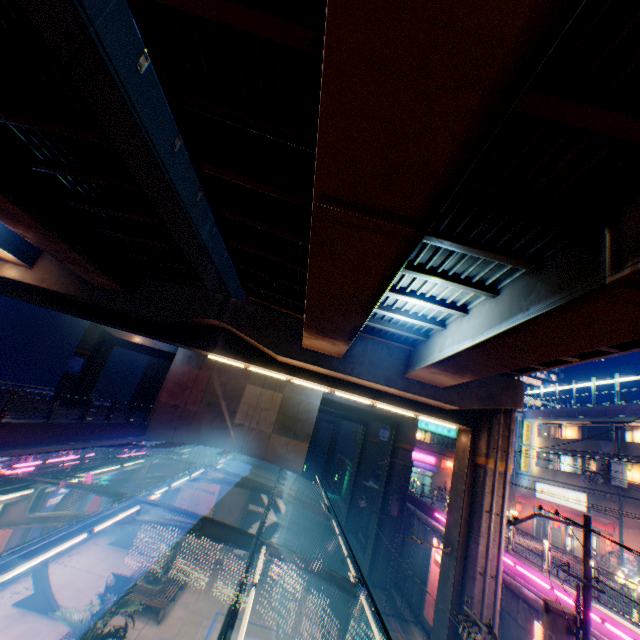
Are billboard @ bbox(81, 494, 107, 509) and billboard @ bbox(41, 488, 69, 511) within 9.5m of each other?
yes

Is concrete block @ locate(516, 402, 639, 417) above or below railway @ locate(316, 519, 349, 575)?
above

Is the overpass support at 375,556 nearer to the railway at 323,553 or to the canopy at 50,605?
the railway at 323,553

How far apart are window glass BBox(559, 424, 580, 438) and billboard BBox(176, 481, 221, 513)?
32.22m

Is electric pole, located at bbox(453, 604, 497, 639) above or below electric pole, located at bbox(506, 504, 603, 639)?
below

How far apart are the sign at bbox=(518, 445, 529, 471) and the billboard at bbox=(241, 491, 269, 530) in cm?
2653

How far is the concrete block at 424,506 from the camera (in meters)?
23.35

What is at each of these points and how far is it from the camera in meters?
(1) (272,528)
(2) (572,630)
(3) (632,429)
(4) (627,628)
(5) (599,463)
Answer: (1) billboard, 21.9 m
(2) electric pole, 9.4 m
(3) window glass, 26.0 m
(4) concrete block, 10.3 m
(5) electric pole, 23.2 m
